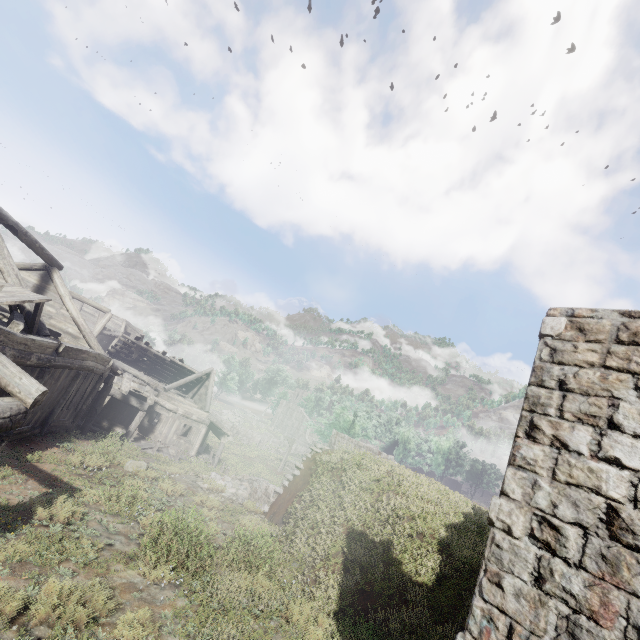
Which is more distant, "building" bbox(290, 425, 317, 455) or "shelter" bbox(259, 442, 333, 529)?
"building" bbox(290, 425, 317, 455)

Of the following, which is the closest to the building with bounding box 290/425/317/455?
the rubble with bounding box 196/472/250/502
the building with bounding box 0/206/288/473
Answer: the building with bounding box 0/206/288/473

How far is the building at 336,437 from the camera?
27.19m

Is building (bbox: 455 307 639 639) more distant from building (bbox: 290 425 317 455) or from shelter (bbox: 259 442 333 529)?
building (bbox: 290 425 317 455)

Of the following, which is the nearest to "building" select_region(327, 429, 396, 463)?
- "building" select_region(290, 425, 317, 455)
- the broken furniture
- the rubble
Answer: the broken furniture

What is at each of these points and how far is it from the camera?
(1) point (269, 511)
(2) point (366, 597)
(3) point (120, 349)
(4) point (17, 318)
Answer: (1) shelter, 11.7 meters
(2) shelter, 7.3 meters
(3) wooden plank rubble, 27.4 meters
(4) broken furniture, 9.0 meters

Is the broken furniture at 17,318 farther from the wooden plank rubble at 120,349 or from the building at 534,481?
the wooden plank rubble at 120,349

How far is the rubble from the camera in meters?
12.4
